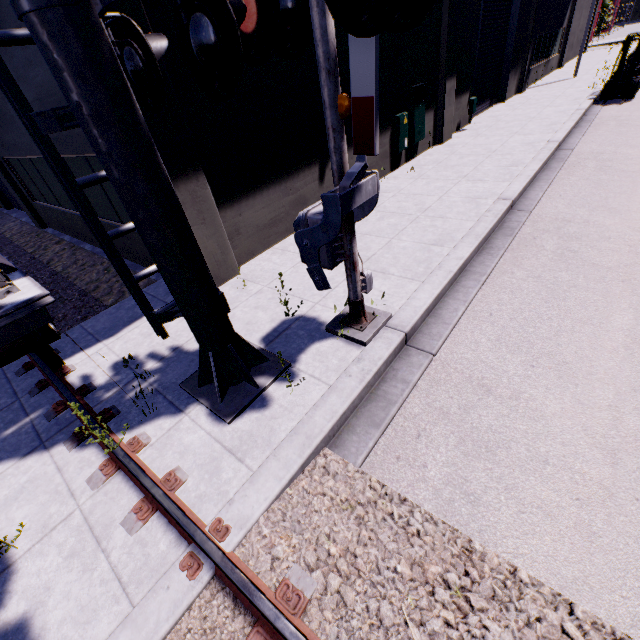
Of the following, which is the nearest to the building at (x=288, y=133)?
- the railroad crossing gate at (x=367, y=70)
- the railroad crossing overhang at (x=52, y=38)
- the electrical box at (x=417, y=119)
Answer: the electrical box at (x=417, y=119)

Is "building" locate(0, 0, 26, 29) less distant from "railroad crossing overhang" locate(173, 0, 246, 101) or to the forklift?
"railroad crossing overhang" locate(173, 0, 246, 101)

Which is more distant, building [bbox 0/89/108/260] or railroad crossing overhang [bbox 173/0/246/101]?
building [bbox 0/89/108/260]

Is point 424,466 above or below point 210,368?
below

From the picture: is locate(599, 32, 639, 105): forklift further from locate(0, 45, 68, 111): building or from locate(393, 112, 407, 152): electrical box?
locate(0, 45, 68, 111): building

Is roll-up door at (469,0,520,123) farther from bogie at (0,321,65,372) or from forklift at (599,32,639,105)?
bogie at (0,321,65,372)

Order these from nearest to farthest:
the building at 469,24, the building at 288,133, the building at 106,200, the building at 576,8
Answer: the building at 288,133
the building at 106,200
the building at 469,24
the building at 576,8

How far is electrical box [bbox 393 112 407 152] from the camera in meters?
9.5
